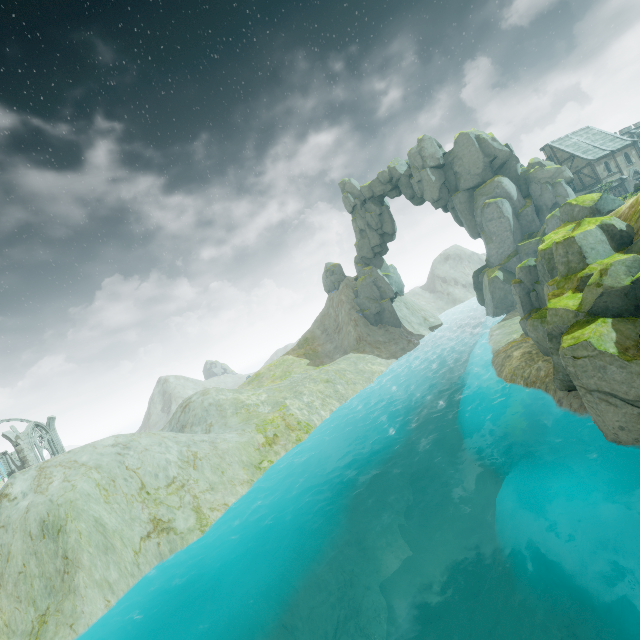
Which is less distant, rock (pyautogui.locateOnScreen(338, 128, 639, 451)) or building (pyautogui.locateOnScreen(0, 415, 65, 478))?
rock (pyautogui.locateOnScreen(338, 128, 639, 451))

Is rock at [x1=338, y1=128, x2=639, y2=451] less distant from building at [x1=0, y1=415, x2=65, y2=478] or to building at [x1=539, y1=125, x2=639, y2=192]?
building at [x1=539, y1=125, x2=639, y2=192]

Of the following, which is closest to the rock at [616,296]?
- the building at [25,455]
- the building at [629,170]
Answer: the building at [629,170]

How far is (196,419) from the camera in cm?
3419

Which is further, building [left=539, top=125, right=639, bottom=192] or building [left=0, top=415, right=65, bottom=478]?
building [left=539, top=125, right=639, bottom=192]

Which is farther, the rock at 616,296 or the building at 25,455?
the building at 25,455
